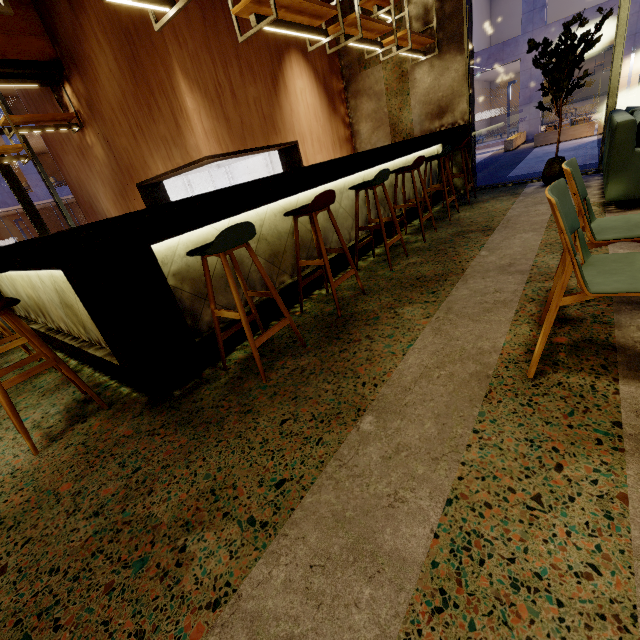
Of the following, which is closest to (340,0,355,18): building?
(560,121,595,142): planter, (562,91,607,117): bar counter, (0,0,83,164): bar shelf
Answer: (0,0,83,164): bar shelf

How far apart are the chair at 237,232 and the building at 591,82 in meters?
30.7

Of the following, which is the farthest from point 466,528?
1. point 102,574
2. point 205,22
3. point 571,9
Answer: point 571,9

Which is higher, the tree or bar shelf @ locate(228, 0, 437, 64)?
bar shelf @ locate(228, 0, 437, 64)

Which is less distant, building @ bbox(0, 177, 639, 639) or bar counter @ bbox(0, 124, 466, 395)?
building @ bbox(0, 177, 639, 639)

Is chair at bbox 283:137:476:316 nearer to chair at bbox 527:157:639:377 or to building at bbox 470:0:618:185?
chair at bbox 527:157:639:377

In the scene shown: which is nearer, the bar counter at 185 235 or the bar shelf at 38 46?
the bar counter at 185 235

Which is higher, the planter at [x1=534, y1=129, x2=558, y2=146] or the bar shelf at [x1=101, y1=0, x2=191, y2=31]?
the bar shelf at [x1=101, y1=0, x2=191, y2=31]
